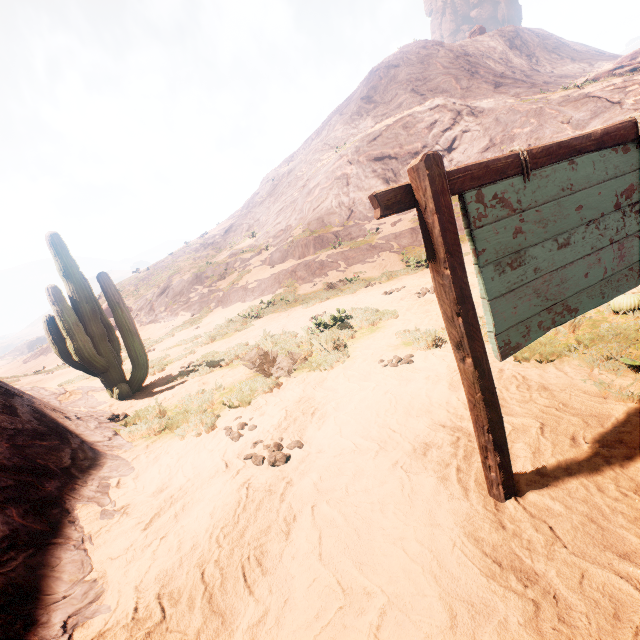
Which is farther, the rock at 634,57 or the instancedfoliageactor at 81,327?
the rock at 634,57

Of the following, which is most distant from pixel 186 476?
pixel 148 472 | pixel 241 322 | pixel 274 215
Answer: pixel 274 215

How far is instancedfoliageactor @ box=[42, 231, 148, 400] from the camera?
6.8m

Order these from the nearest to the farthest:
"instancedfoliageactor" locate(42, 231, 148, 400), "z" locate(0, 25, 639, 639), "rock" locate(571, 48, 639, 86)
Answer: "z" locate(0, 25, 639, 639), "instancedfoliageactor" locate(42, 231, 148, 400), "rock" locate(571, 48, 639, 86)

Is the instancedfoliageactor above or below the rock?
below

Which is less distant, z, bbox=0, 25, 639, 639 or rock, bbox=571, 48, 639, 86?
z, bbox=0, 25, 639, 639

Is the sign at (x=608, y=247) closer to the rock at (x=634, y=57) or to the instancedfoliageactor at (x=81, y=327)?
the instancedfoliageactor at (x=81, y=327)

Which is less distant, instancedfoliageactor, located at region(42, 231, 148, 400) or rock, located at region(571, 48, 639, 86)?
instancedfoliageactor, located at region(42, 231, 148, 400)
